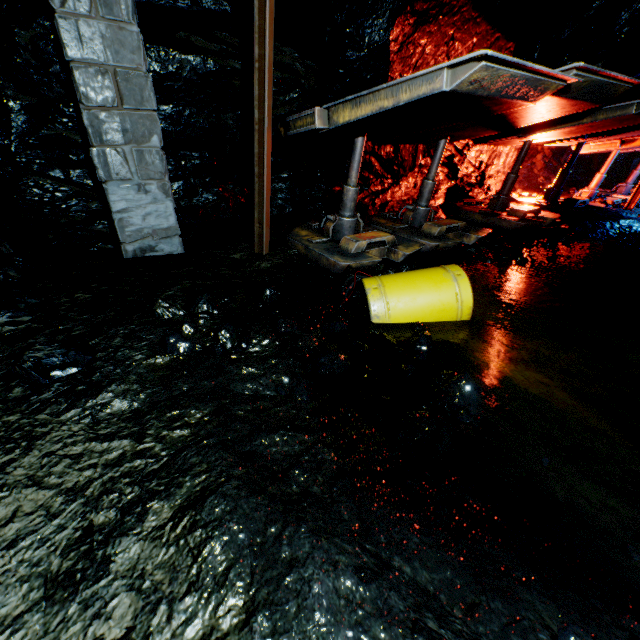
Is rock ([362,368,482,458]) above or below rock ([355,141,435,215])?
below

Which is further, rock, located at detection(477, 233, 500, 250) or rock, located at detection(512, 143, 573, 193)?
rock, located at detection(512, 143, 573, 193)

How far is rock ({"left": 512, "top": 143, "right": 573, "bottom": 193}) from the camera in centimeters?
1134cm

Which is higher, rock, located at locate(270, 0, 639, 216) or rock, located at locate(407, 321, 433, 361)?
rock, located at locate(270, 0, 639, 216)

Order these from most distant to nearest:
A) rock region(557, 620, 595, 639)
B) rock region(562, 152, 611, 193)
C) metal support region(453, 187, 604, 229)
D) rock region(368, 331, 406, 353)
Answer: rock region(562, 152, 611, 193) → metal support region(453, 187, 604, 229) → rock region(368, 331, 406, 353) → rock region(557, 620, 595, 639)

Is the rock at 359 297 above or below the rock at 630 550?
above

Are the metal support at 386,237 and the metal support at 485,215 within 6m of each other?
yes

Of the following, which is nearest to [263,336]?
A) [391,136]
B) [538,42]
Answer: [391,136]
